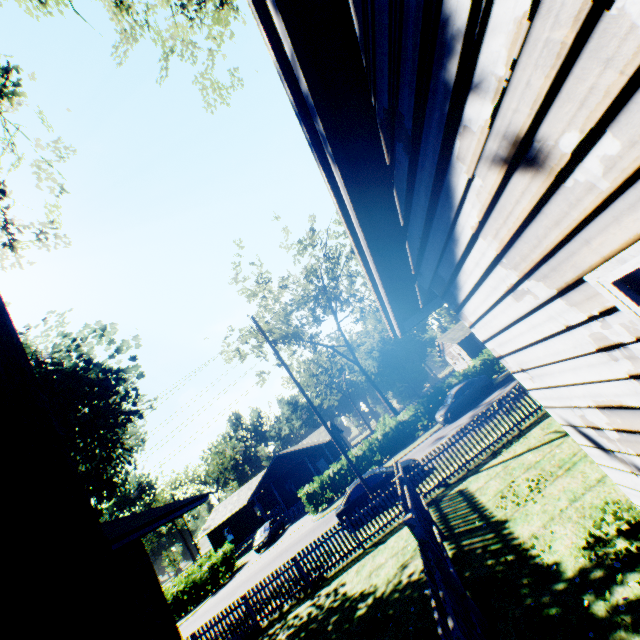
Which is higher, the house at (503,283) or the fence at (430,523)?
the house at (503,283)

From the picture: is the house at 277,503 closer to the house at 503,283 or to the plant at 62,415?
the plant at 62,415

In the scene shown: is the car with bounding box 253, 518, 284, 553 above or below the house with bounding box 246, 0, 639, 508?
below

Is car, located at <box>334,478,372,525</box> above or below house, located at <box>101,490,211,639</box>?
below

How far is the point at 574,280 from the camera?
2.0m

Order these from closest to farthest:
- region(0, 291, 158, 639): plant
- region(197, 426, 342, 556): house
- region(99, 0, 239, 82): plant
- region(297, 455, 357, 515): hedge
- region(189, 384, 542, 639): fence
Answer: region(0, 291, 158, 639): plant < region(189, 384, 542, 639): fence < region(99, 0, 239, 82): plant < region(297, 455, 357, 515): hedge < region(197, 426, 342, 556): house

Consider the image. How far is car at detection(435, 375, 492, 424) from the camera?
23.2m

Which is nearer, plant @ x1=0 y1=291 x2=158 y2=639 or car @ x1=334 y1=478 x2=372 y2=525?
plant @ x1=0 y1=291 x2=158 y2=639
